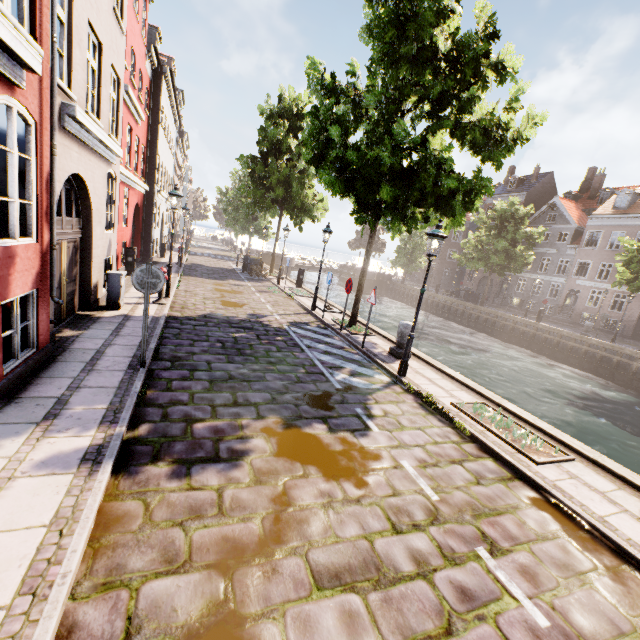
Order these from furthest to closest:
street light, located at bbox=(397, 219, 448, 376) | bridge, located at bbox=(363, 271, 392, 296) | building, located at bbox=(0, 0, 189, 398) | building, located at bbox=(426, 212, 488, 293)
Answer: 1. bridge, located at bbox=(363, 271, 392, 296)
2. building, located at bbox=(426, 212, 488, 293)
3. street light, located at bbox=(397, 219, 448, 376)
4. building, located at bbox=(0, 0, 189, 398)

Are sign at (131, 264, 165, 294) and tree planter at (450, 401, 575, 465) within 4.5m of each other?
no

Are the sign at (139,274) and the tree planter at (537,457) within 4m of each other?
no

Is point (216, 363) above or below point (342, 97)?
below

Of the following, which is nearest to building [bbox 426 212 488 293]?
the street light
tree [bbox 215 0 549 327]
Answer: tree [bbox 215 0 549 327]

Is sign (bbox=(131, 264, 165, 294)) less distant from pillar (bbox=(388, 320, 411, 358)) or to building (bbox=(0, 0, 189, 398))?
pillar (bbox=(388, 320, 411, 358))

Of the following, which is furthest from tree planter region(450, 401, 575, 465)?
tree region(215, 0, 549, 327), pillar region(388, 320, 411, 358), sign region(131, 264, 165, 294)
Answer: sign region(131, 264, 165, 294)

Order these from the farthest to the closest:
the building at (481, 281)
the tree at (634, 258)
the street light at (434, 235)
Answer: the building at (481, 281) → the tree at (634, 258) → the street light at (434, 235)
